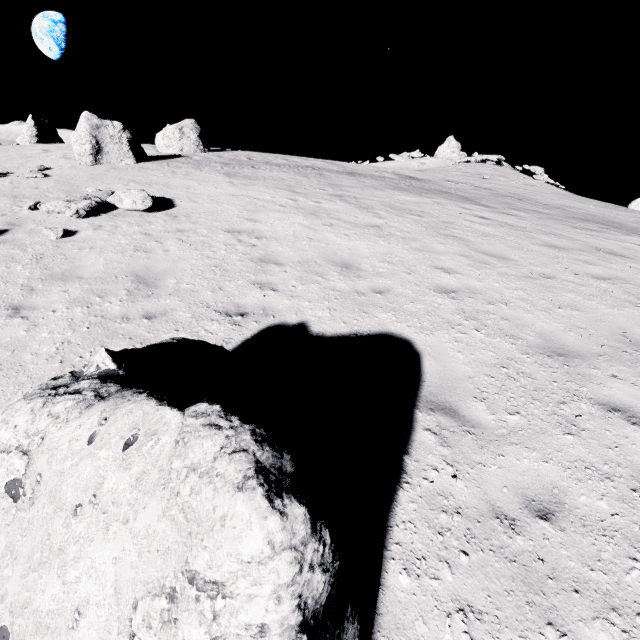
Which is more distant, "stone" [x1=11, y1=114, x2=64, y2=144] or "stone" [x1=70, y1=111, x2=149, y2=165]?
"stone" [x1=11, y1=114, x2=64, y2=144]

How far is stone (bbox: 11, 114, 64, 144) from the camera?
30.06m

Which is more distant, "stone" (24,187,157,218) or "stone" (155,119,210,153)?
"stone" (155,119,210,153)

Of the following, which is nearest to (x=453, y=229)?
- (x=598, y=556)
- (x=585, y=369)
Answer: (x=585, y=369)

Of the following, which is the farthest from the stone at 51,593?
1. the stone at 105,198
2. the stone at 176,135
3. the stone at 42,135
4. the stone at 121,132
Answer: the stone at 42,135

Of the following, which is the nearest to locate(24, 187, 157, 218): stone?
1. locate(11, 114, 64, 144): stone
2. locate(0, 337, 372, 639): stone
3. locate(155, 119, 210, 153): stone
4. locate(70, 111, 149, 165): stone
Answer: locate(70, 111, 149, 165): stone

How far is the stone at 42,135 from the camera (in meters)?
30.06

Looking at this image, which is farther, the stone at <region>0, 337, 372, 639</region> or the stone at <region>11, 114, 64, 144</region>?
the stone at <region>11, 114, 64, 144</region>
